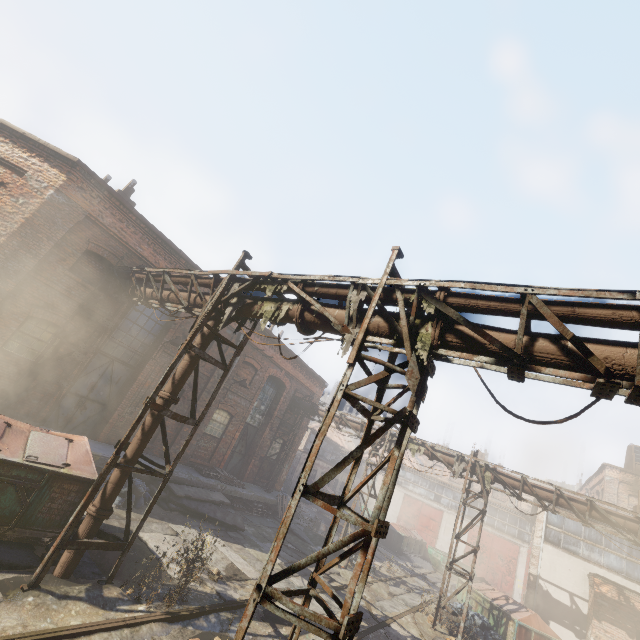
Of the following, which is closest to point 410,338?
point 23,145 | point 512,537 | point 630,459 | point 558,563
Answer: point 23,145

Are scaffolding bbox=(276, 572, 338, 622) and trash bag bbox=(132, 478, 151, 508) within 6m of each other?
no

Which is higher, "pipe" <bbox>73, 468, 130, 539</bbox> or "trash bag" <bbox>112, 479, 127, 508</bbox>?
"pipe" <bbox>73, 468, 130, 539</bbox>

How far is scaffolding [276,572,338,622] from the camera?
3.9m

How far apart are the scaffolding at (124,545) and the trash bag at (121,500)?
3.50m

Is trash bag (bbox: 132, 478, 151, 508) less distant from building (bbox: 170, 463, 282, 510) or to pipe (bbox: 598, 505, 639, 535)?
building (bbox: 170, 463, 282, 510)

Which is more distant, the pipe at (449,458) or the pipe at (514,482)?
the pipe at (449,458)

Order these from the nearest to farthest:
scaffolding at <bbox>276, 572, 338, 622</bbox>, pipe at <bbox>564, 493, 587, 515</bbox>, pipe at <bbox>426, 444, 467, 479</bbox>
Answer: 1. scaffolding at <bbox>276, 572, 338, 622</bbox>
2. pipe at <bbox>564, 493, 587, 515</bbox>
3. pipe at <bbox>426, 444, 467, 479</bbox>
